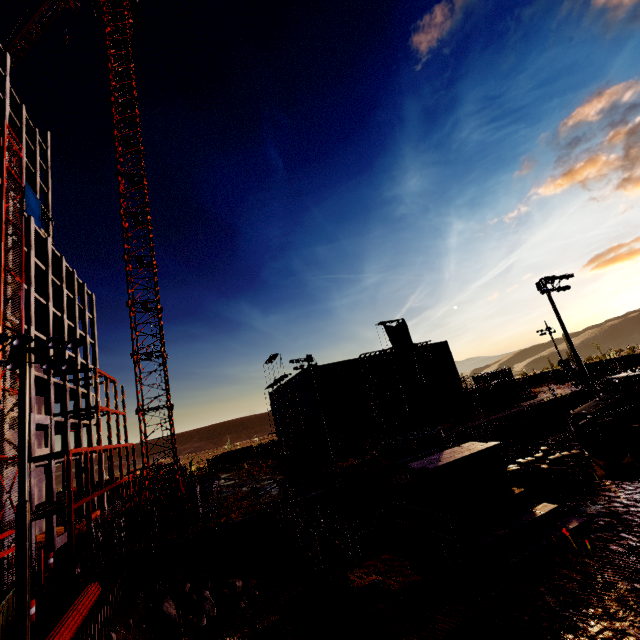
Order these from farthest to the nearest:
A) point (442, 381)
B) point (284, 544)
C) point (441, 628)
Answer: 1. point (442, 381)
2. point (284, 544)
3. point (441, 628)

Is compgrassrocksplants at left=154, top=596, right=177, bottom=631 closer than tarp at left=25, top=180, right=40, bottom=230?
Yes

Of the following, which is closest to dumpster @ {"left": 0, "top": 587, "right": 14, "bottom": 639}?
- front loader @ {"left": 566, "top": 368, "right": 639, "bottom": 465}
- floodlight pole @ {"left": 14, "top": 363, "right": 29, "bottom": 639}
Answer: floodlight pole @ {"left": 14, "top": 363, "right": 29, "bottom": 639}

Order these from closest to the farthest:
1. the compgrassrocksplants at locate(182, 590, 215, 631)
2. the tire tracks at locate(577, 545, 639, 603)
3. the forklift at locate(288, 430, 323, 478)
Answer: the tire tracks at locate(577, 545, 639, 603), the compgrassrocksplants at locate(182, 590, 215, 631), the forklift at locate(288, 430, 323, 478)

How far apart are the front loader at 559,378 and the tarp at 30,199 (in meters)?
79.25

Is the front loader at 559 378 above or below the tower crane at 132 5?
below

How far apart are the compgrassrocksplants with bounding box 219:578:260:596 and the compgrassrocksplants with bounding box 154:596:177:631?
2.5m

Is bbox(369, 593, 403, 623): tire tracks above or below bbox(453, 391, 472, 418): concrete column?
below
